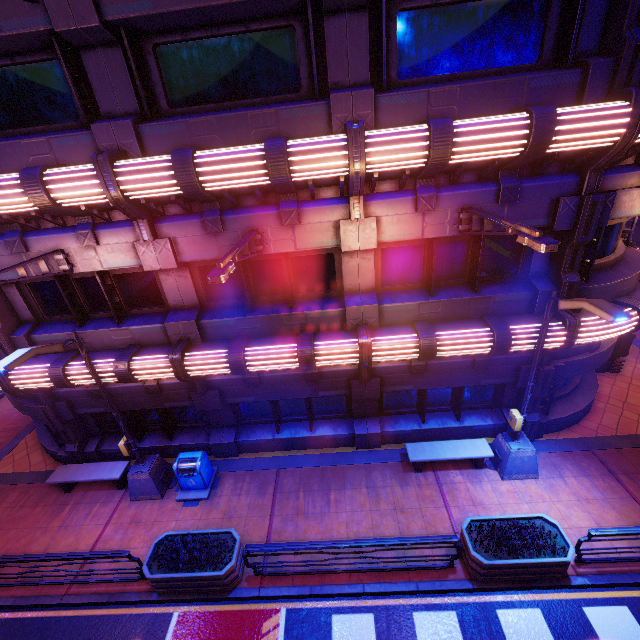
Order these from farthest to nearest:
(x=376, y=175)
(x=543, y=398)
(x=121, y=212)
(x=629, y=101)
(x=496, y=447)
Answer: (x=543, y=398), (x=496, y=447), (x=121, y=212), (x=376, y=175), (x=629, y=101)

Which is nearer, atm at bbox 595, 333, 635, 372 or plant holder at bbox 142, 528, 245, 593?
plant holder at bbox 142, 528, 245, 593

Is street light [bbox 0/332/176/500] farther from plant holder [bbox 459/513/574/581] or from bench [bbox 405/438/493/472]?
plant holder [bbox 459/513/574/581]

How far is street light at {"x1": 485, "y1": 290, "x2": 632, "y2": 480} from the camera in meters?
5.9

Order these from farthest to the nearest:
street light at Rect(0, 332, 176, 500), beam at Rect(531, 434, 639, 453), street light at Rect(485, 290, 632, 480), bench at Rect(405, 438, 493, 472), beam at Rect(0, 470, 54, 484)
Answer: beam at Rect(0, 470, 54, 484) → beam at Rect(531, 434, 639, 453) → bench at Rect(405, 438, 493, 472) → street light at Rect(0, 332, 176, 500) → street light at Rect(485, 290, 632, 480)

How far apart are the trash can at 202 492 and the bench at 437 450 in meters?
6.1

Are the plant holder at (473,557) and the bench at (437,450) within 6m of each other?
yes

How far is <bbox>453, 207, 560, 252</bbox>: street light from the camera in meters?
4.7 m
